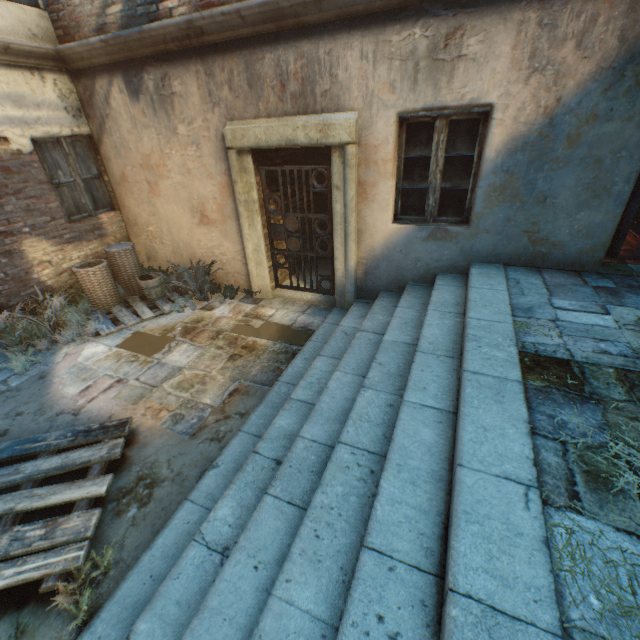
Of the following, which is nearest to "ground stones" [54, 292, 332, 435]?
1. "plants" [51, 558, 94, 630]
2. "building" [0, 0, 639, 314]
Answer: "building" [0, 0, 639, 314]

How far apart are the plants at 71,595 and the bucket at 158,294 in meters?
4.3 m

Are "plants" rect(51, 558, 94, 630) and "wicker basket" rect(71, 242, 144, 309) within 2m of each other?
no

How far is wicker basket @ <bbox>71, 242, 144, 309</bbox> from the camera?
5.4 meters

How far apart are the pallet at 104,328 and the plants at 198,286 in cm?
2

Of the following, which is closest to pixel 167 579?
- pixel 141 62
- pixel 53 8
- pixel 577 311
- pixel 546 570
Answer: pixel 546 570

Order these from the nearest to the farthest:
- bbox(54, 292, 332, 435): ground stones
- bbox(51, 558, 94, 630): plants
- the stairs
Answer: the stairs → bbox(51, 558, 94, 630): plants → bbox(54, 292, 332, 435): ground stones

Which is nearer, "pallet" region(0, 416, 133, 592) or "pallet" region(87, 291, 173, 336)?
"pallet" region(0, 416, 133, 592)
